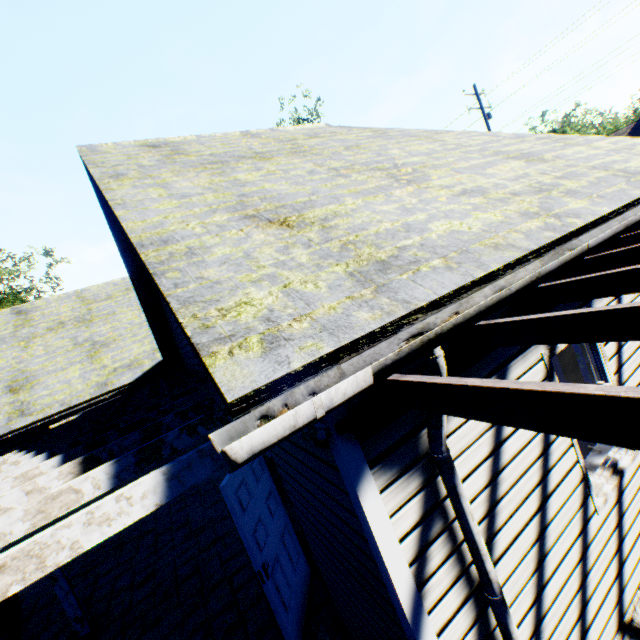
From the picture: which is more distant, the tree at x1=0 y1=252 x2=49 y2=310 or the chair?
the tree at x1=0 y1=252 x2=49 y2=310

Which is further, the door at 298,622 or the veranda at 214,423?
the door at 298,622

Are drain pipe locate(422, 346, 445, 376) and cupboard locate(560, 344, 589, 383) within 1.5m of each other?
no

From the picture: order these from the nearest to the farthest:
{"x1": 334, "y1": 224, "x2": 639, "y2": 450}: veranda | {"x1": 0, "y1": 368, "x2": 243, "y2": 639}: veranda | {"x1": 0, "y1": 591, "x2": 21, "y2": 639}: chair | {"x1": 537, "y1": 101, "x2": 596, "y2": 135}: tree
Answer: {"x1": 334, "y1": 224, "x2": 639, "y2": 450}: veranda, {"x1": 0, "y1": 368, "x2": 243, "y2": 639}: veranda, {"x1": 0, "y1": 591, "x2": 21, "y2": 639}: chair, {"x1": 537, "y1": 101, "x2": 596, "y2": 135}: tree

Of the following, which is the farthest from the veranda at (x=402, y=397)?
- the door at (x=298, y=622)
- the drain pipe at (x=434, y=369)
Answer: the door at (x=298, y=622)

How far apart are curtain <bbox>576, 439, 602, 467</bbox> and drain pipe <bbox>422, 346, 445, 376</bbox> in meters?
1.5 m

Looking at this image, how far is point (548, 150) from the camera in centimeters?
568cm

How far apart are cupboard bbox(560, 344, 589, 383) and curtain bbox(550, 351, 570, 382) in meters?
0.0 m
